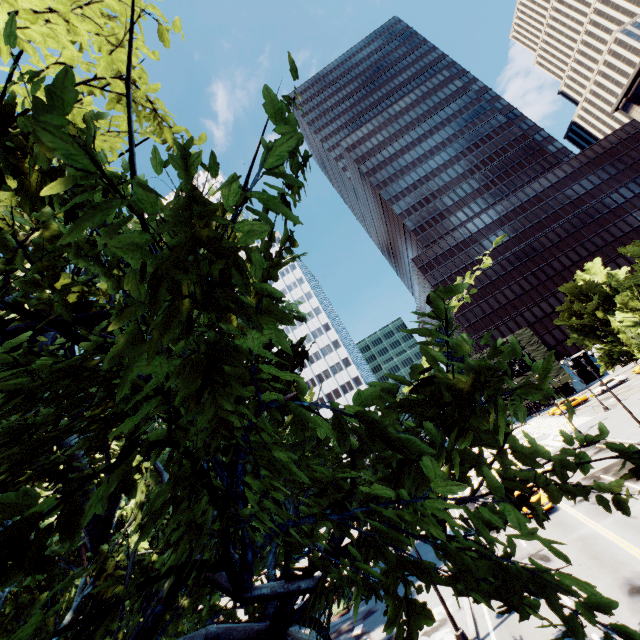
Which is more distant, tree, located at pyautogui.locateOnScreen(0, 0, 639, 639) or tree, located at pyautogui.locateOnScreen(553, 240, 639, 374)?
tree, located at pyautogui.locateOnScreen(553, 240, 639, 374)

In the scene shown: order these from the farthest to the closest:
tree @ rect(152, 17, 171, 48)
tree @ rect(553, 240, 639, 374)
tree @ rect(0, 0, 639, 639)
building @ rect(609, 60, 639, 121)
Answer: building @ rect(609, 60, 639, 121)
tree @ rect(553, 240, 639, 374)
tree @ rect(152, 17, 171, 48)
tree @ rect(0, 0, 639, 639)

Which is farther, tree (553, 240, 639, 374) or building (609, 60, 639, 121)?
building (609, 60, 639, 121)

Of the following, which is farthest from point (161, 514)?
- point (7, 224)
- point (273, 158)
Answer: point (7, 224)

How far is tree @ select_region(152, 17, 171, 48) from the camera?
4.9m

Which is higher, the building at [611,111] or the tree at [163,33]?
the building at [611,111]

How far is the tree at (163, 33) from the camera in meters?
4.9
